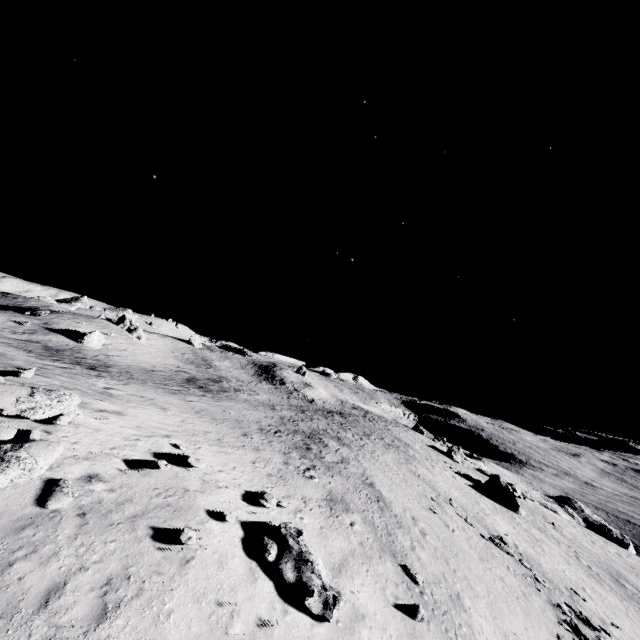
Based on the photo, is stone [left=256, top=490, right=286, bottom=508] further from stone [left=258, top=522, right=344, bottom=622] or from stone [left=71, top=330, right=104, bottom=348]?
stone [left=71, top=330, right=104, bottom=348]

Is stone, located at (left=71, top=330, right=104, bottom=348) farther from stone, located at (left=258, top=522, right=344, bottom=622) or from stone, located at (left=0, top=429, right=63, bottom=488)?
stone, located at (left=258, top=522, right=344, bottom=622)

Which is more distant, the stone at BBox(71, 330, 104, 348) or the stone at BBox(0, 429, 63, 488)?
the stone at BBox(71, 330, 104, 348)

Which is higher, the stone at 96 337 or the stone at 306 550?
the stone at 96 337

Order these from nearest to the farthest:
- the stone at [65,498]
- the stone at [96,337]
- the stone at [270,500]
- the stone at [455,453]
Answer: the stone at [65,498] < the stone at [270,500] < the stone at [96,337] < the stone at [455,453]

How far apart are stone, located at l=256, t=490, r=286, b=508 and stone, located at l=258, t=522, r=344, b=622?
1.44m

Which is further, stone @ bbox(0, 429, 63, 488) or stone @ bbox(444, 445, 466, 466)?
stone @ bbox(444, 445, 466, 466)

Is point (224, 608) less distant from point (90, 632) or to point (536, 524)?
point (90, 632)
